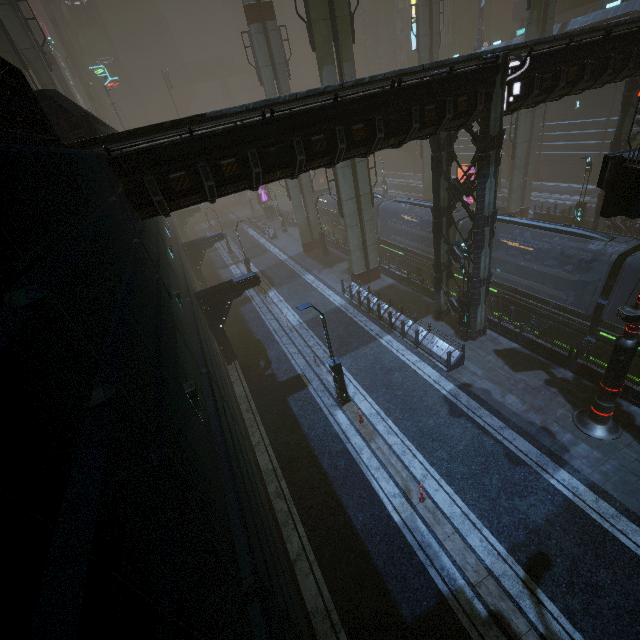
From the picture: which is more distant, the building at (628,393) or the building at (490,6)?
the building at (490,6)

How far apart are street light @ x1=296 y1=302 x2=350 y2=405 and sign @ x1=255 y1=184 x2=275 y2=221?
37.4m

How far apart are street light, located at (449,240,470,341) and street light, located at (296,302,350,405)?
6.64m

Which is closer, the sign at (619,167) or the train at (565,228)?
the sign at (619,167)

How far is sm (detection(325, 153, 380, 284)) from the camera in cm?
2048

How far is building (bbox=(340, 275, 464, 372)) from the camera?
15.6 meters

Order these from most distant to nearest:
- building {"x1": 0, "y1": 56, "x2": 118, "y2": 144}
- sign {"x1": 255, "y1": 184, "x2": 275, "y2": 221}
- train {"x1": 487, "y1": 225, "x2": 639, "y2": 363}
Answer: sign {"x1": 255, "y1": 184, "x2": 275, "y2": 221} → train {"x1": 487, "y1": 225, "x2": 639, "y2": 363} → building {"x1": 0, "y1": 56, "x2": 118, "y2": 144}

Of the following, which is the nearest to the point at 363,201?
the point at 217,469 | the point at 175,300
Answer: the point at 175,300
